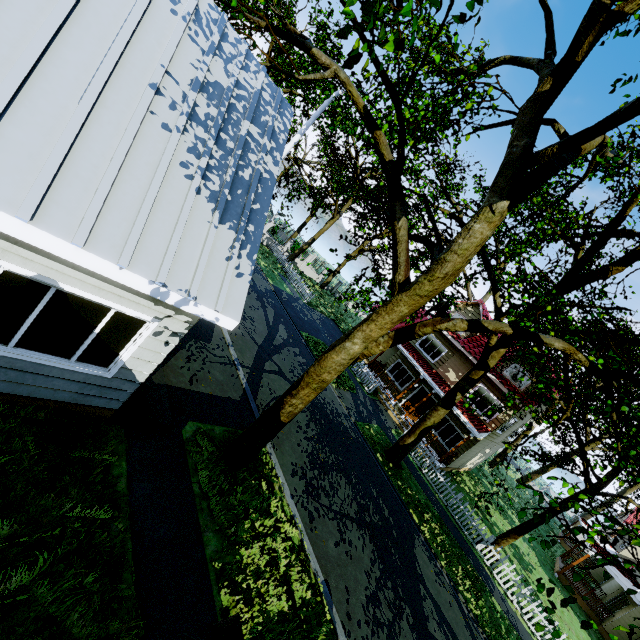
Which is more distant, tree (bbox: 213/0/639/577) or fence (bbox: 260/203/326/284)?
fence (bbox: 260/203/326/284)

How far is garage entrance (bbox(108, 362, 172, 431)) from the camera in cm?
615

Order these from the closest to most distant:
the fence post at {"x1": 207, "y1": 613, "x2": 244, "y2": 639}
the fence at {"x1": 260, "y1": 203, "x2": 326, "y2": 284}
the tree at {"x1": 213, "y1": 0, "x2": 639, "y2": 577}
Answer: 1. the fence post at {"x1": 207, "y1": 613, "x2": 244, "y2": 639}
2. the tree at {"x1": 213, "y1": 0, "x2": 639, "y2": 577}
3. the fence at {"x1": 260, "y1": 203, "x2": 326, "y2": 284}

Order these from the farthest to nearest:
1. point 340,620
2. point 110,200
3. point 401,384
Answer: point 401,384 → point 340,620 → point 110,200

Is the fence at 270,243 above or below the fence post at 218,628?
below

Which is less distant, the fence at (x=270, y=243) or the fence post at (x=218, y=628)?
the fence post at (x=218, y=628)

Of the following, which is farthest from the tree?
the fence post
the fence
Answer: the fence post

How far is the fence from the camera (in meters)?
30.71
